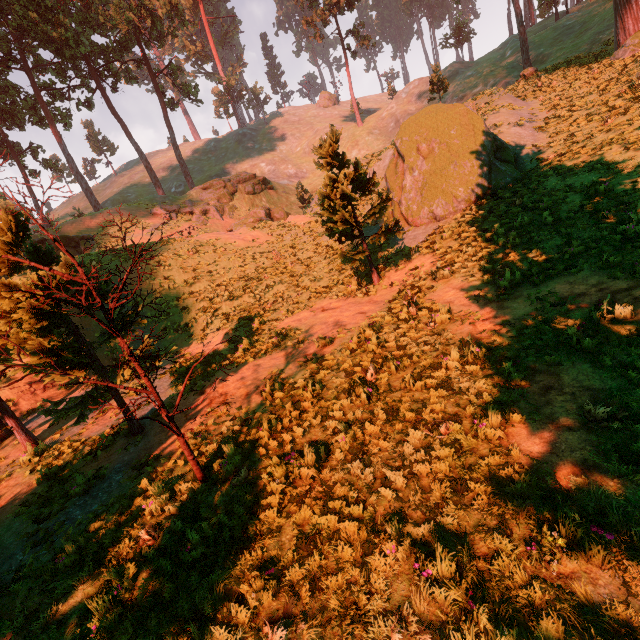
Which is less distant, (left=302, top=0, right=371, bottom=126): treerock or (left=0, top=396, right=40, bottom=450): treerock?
(left=0, top=396, right=40, bottom=450): treerock

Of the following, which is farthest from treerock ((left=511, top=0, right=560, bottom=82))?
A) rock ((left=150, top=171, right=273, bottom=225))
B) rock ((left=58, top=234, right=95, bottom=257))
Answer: rock ((left=150, top=171, right=273, bottom=225))

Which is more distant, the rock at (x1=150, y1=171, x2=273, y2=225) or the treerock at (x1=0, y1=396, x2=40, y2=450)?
the rock at (x1=150, y1=171, x2=273, y2=225)

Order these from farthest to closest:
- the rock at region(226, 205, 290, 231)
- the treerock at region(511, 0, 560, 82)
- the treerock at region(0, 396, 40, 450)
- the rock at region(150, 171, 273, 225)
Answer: the rock at region(150, 171, 273, 225) < the rock at region(226, 205, 290, 231) < the treerock at region(511, 0, 560, 82) < the treerock at region(0, 396, 40, 450)

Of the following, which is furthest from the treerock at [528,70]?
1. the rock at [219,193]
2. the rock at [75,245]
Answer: the rock at [219,193]

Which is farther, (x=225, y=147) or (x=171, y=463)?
(x=225, y=147)

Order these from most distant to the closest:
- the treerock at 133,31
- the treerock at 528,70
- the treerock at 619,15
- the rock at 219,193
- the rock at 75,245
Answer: the rock at 219,193 → the treerock at 528,70 → the rock at 75,245 → the treerock at 619,15 → the treerock at 133,31
